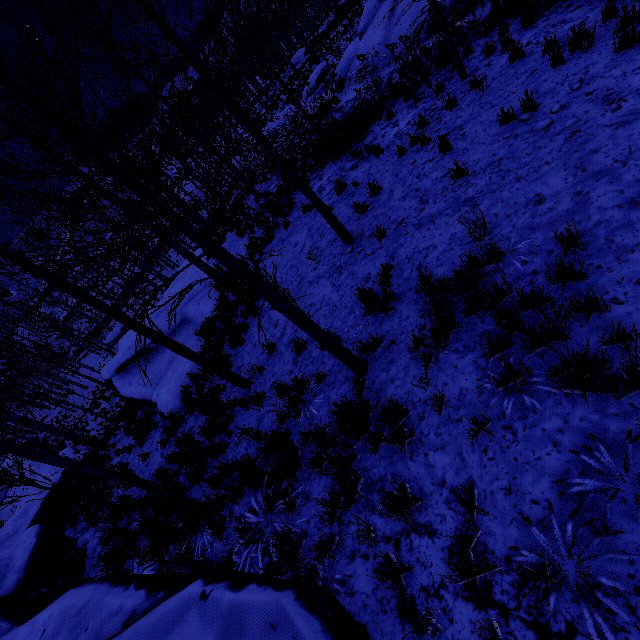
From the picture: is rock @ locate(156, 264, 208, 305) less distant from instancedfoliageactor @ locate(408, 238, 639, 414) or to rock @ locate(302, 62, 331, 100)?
instancedfoliageactor @ locate(408, 238, 639, 414)

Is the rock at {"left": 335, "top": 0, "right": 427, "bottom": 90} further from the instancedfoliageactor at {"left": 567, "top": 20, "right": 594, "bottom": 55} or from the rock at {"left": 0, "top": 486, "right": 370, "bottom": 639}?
the rock at {"left": 0, "top": 486, "right": 370, "bottom": 639}

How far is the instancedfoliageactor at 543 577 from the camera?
1.9 meters

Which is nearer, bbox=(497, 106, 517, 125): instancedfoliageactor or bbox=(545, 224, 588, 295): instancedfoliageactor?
bbox=(545, 224, 588, 295): instancedfoliageactor

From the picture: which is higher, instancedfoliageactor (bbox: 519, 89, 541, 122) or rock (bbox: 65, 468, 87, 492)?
instancedfoliageactor (bbox: 519, 89, 541, 122)

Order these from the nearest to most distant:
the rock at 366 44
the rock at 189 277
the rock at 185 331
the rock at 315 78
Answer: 1. the rock at 366 44
2. the rock at 185 331
3. the rock at 189 277
4. the rock at 315 78

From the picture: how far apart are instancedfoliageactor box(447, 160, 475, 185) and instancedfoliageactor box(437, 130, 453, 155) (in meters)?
1.10

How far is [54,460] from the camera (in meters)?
6.92
